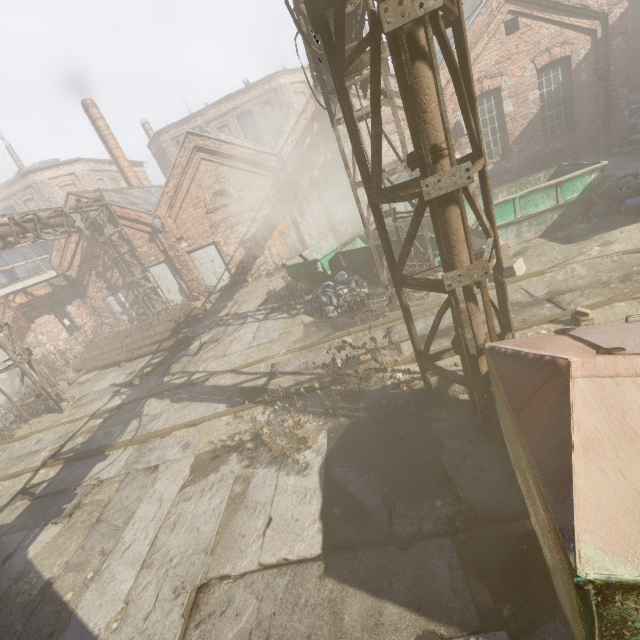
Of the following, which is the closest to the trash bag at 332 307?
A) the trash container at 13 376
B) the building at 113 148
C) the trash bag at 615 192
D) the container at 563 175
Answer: the container at 563 175

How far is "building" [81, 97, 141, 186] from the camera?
20.1 meters

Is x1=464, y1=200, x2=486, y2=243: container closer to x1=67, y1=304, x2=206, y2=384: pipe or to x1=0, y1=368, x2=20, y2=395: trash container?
x1=67, y1=304, x2=206, y2=384: pipe

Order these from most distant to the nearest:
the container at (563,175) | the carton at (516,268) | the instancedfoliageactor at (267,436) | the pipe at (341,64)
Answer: the container at (563,175) < the carton at (516,268) < the instancedfoliageactor at (267,436) < the pipe at (341,64)

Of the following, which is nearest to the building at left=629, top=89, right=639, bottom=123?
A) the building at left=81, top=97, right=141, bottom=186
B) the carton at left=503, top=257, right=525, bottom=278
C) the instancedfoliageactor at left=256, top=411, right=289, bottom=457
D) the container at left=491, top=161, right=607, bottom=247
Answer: the container at left=491, top=161, right=607, bottom=247

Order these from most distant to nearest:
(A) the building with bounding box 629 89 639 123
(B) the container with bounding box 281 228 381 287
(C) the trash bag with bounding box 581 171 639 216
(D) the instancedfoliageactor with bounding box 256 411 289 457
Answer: (A) the building with bounding box 629 89 639 123 → (B) the container with bounding box 281 228 381 287 → (C) the trash bag with bounding box 581 171 639 216 → (D) the instancedfoliageactor with bounding box 256 411 289 457

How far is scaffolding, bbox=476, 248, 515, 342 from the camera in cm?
348

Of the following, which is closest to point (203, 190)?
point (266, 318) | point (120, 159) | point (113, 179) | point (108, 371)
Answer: point (266, 318)
